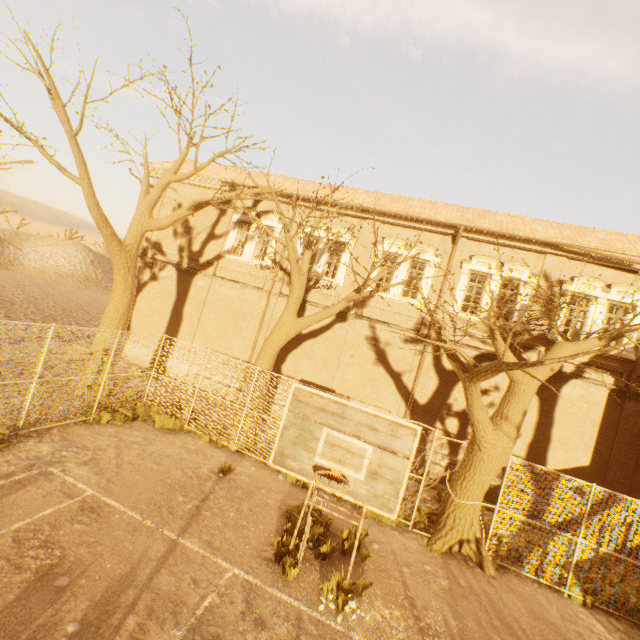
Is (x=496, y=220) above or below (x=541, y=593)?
above

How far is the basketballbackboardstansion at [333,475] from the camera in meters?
4.1 m

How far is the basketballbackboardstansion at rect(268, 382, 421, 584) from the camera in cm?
406

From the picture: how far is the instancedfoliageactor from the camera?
10.3m

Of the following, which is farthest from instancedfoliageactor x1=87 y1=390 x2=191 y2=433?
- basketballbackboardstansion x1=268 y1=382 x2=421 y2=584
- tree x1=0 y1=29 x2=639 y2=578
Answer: basketballbackboardstansion x1=268 y1=382 x2=421 y2=584

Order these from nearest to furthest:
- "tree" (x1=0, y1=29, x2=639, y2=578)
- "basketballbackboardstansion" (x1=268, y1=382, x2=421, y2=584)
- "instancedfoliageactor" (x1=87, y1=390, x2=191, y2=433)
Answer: "basketballbackboardstansion" (x1=268, y1=382, x2=421, y2=584)
"tree" (x1=0, y1=29, x2=639, y2=578)
"instancedfoliageactor" (x1=87, y1=390, x2=191, y2=433)

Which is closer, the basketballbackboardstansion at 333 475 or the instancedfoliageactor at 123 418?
the basketballbackboardstansion at 333 475
